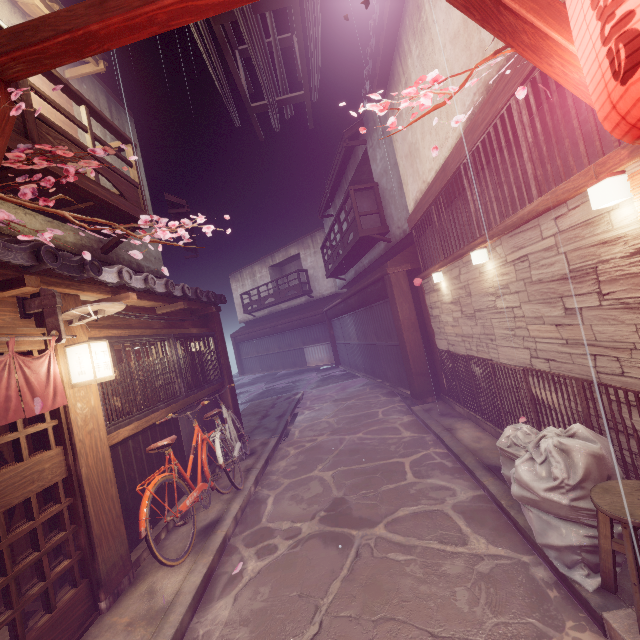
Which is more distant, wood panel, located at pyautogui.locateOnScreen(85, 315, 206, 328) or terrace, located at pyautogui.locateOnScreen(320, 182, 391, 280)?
terrace, located at pyautogui.locateOnScreen(320, 182, 391, 280)

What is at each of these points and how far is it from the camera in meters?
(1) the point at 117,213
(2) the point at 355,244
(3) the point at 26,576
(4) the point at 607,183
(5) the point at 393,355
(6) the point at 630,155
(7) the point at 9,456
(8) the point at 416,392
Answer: (1) terrace, 9.4 m
(2) terrace, 19.5 m
(3) building, 6.1 m
(4) light, 3.9 m
(5) foundation, 17.2 m
(6) wood bar, 3.7 m
(7) building, 6.1 m
(8) wood pole, 14.0 m

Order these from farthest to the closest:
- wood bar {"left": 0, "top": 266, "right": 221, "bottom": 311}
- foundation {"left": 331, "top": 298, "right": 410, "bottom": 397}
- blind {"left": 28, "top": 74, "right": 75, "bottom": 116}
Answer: foundation {"left": 331, "top": 298, "right": 410, "bottom": 397} < blind {"left": 28, "top": 74, "right": 75, "bottom": 116} < wood bar {"left": 0, "top": 266, "right": 221, "bottom": 311}

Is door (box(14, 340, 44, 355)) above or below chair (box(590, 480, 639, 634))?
above

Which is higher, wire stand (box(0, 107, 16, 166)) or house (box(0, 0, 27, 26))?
house (box(0, 0, 27, 26))

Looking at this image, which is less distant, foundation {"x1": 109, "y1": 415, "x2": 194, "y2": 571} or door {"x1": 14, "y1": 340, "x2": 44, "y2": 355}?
door {"x1": 14, "y1": 340, "x2": 44, "y2": 355}

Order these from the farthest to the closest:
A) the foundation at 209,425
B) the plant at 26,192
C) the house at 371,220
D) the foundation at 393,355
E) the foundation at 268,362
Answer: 1. the foundation at 268,362
2. the house at 371,220
3. the foundation at 393,355
4. the foundation at 209,425
5. the plant at 26,192

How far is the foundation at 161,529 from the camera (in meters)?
7.56
